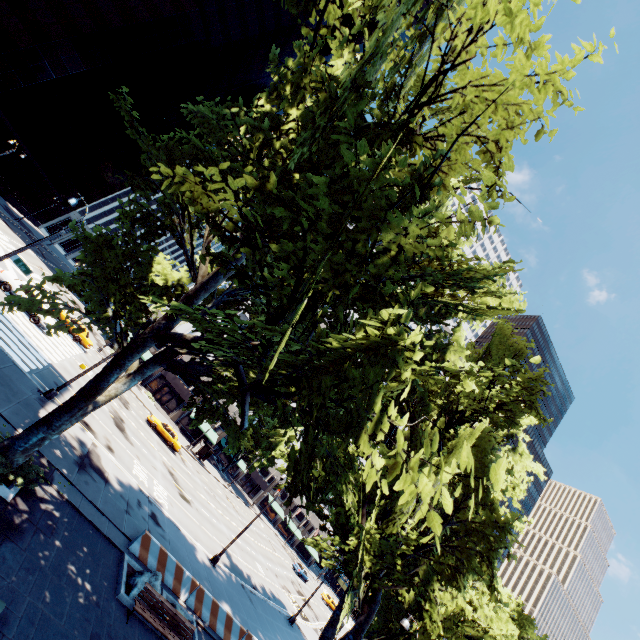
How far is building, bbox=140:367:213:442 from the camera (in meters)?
51.64

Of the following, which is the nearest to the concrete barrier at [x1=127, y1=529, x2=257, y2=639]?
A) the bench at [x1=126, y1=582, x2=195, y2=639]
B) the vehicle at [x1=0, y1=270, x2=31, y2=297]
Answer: the bench at [x1=126, y1=582, x2=195, y2=639]

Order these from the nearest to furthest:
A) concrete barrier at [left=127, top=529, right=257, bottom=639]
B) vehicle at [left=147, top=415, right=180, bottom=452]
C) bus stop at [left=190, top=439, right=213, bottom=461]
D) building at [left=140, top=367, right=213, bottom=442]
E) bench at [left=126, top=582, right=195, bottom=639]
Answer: bench at [left=126, top=582, right=195, bottom=639] < concrete barrier at [left=127, top=529, right=257, bottom=639] < vehicle at [left=147, top=415, right=180, bottom=452] < bus stop at [left=190, top=439, right=213, bottom=461] < building at [left=140, top=367, right=213, bottom=442]

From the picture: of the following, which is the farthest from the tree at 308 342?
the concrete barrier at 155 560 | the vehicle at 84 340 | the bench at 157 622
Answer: the vehicle at 84 340

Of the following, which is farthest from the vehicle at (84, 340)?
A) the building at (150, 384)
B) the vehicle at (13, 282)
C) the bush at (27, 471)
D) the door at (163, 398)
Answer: the bush at (27, 471)

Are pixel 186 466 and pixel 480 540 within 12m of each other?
no

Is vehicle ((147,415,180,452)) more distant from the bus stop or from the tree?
the tree

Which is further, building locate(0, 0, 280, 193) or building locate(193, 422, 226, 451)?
building locate(193, 422, 226, 451)
